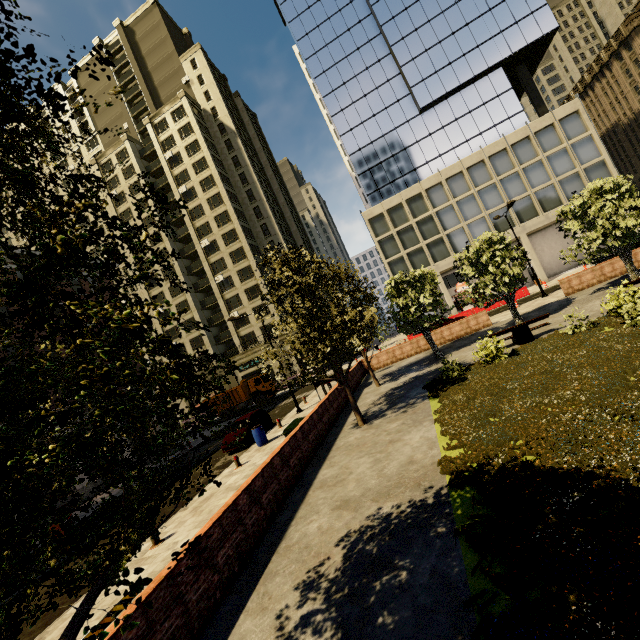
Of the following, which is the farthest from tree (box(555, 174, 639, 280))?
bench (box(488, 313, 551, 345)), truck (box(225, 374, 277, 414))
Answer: truck (box(225, 374, 277, 414))

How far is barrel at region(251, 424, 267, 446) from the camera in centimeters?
1680cm

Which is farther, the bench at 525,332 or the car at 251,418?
the car at 251,418

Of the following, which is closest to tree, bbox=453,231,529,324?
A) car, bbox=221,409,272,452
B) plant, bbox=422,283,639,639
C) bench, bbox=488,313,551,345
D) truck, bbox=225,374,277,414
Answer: plant, bbox=422,283,639,639

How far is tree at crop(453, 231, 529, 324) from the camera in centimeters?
1791cm

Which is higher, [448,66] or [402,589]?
[448,66]

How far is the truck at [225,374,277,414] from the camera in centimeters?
3559cm

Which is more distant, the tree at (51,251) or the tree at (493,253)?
the tree at (493,253)
